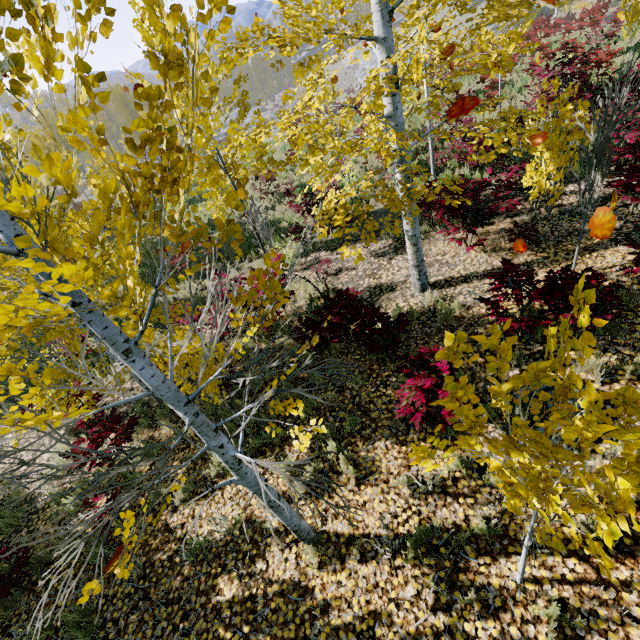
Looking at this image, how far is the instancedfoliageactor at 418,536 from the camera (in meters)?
3.18

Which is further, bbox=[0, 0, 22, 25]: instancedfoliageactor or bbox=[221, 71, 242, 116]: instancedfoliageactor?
bbox=[221, 71, 242, 116]: instancedfoliageactor

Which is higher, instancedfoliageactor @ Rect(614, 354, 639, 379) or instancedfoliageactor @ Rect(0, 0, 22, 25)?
instancedfoliageactor @ Rect(0, 0, 22, 25)

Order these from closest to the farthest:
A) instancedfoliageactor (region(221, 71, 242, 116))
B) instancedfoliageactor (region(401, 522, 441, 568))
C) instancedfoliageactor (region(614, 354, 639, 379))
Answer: instancedfoliageactor (region(401, 522, 441, 568))
instancedfoliageactor (region(614, 354, 639, 379))
instancedfoliageactor (region(221, 71, 242, 116))

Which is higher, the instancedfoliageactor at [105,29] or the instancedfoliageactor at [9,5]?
the instancedfoliageactor at [9,5]

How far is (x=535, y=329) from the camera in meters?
4.7 m
